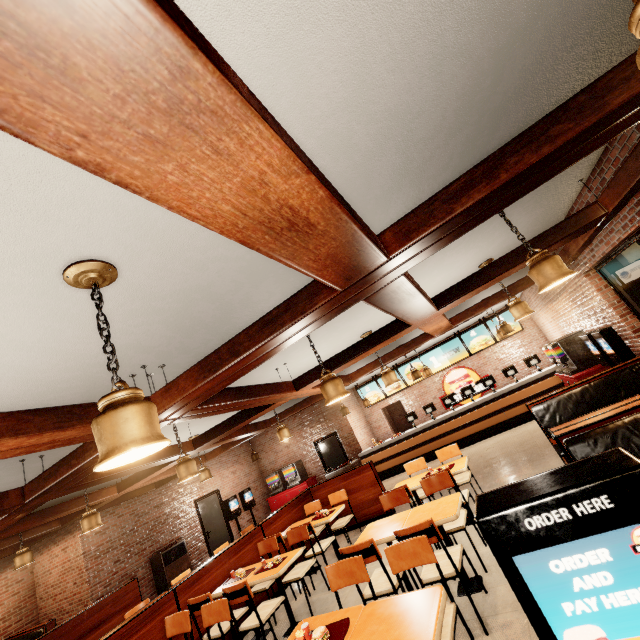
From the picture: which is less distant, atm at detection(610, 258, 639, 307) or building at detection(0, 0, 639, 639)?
building at detection(0, 0, 639, 639)

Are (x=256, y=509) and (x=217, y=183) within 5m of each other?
no

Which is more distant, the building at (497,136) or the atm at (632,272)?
the atm at (632,272)
